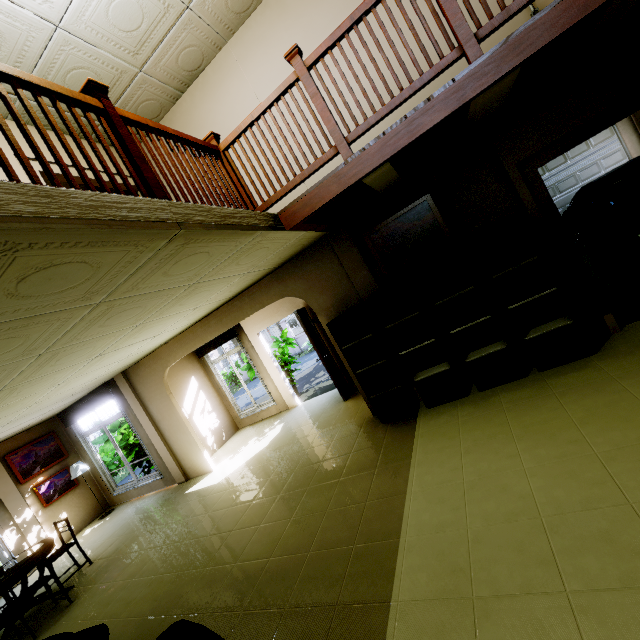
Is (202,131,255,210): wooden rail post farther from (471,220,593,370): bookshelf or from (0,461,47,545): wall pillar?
(0,461,47,545): wall pillar

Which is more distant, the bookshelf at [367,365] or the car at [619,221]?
the car at [619,221]

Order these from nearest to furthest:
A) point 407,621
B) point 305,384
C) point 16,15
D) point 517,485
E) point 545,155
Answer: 1. point 407,621
2. point 517,485
3. point 16,15
4. point 545,155
5. point 305,384

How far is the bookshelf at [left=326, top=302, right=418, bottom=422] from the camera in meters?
4.4 m

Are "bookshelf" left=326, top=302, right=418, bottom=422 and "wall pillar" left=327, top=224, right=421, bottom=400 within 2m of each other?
yes

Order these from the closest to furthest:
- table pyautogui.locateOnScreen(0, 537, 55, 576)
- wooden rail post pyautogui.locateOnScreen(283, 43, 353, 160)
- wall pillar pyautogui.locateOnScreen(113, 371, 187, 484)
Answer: wooden rail post pyautogui.locateOnScreen(283, 43, 353, 160) < table pyautogui.locateOnScreen(0, 537, 55, 576) < wall pillar pyautogui.locateOnScreen(113, 371, 187, 484)

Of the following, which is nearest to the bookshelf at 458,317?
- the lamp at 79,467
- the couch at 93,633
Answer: the couch at 93,633

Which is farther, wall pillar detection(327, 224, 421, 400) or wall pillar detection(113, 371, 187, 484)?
wall pillar detection(113, 371, 187, 484)
